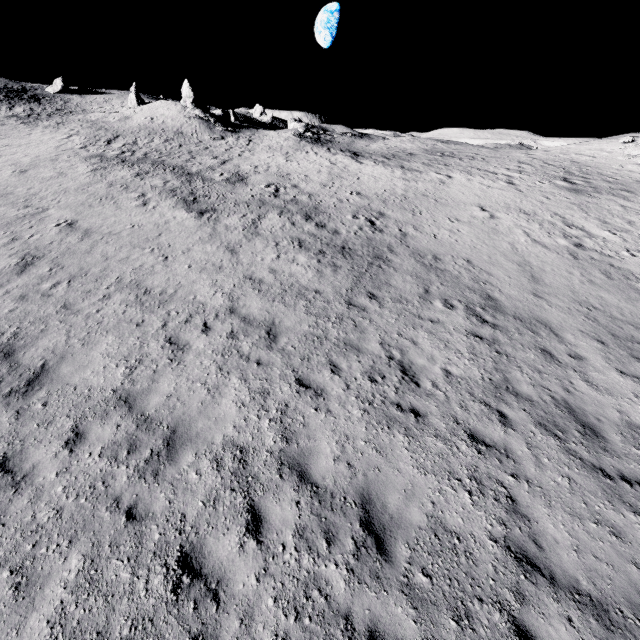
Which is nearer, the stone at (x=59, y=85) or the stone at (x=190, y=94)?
the stone at (x=190, y=94)

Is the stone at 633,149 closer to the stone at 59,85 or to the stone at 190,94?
the stone at 190,94

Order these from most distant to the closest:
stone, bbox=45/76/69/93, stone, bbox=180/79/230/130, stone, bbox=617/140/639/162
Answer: stone, bbox=45/76/69/93 → stone, bbox=180/79/230/130 → stone, bbox=617/140/639/162

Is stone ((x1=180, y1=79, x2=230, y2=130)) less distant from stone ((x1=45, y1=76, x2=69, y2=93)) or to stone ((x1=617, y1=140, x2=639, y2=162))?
stone ((x1=45, y1=76, x2=69, y2=93))

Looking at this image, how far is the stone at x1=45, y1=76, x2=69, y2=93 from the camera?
53.7m

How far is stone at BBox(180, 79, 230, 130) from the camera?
39.4m

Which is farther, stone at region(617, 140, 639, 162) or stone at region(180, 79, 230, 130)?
stone at region(180, 79, 230, 130)

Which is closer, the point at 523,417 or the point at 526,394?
the point at 523,417
